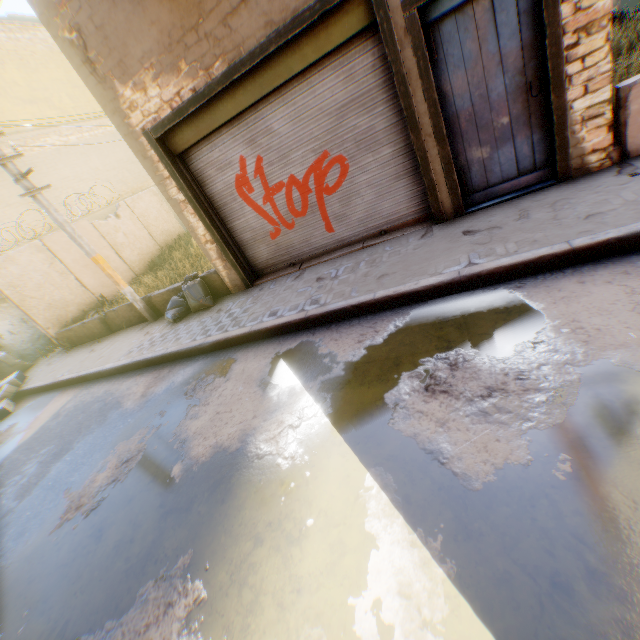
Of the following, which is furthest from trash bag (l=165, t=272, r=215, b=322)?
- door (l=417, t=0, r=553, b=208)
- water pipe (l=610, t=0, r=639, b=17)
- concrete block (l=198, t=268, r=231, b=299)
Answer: water pipe (l=610, t=0, r=639, b=17)

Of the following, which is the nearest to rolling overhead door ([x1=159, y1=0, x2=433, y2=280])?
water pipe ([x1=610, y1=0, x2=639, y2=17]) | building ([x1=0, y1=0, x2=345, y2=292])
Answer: building ([x1=0, y1=0, x2=345, y2=292])

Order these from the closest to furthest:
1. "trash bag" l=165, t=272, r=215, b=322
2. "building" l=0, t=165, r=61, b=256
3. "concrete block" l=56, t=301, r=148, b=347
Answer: "trash bag" l=165, t=272, r=215, b=322 < "concrete block" l=56, t=301, r=148, b=347 < "building" l=0, t=165, r=61, b=256

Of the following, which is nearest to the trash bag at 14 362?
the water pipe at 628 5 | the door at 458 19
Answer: the door at 458 19

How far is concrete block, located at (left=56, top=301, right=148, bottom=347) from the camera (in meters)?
9.07

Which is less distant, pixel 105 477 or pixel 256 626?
pixel 256 626

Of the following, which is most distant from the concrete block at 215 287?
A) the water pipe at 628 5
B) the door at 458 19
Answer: the water pipe at 628 5
